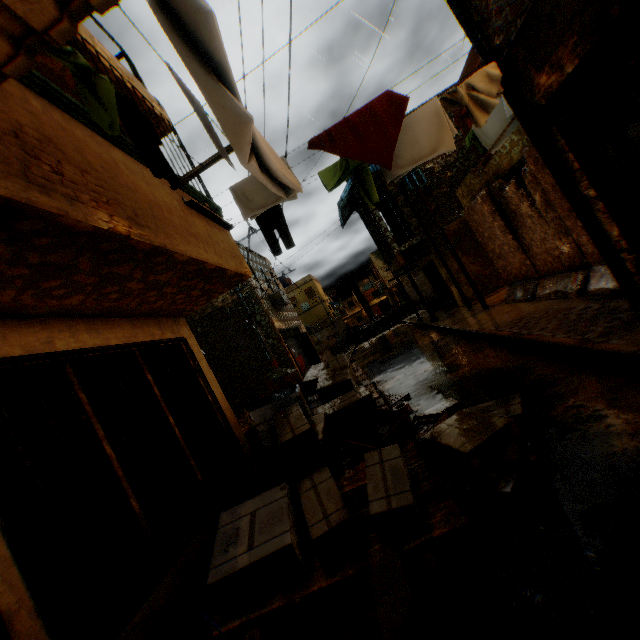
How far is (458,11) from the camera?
5.21m

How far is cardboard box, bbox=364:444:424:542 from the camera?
2.4 meters

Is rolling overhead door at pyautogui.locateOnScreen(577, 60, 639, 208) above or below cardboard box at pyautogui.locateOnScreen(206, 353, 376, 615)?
above

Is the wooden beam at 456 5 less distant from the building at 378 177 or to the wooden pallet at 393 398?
the building at 378 177

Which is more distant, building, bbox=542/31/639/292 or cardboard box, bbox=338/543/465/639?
building, bbox=542/31/639/292

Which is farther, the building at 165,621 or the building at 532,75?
the building at 532,75

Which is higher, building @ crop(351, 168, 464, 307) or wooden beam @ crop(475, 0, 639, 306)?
building @ crop(351, 168, 464, 307)

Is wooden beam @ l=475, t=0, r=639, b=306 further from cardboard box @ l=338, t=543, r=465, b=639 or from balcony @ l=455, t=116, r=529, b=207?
cardboard box @ l=338, t=543, r=465, b=639
